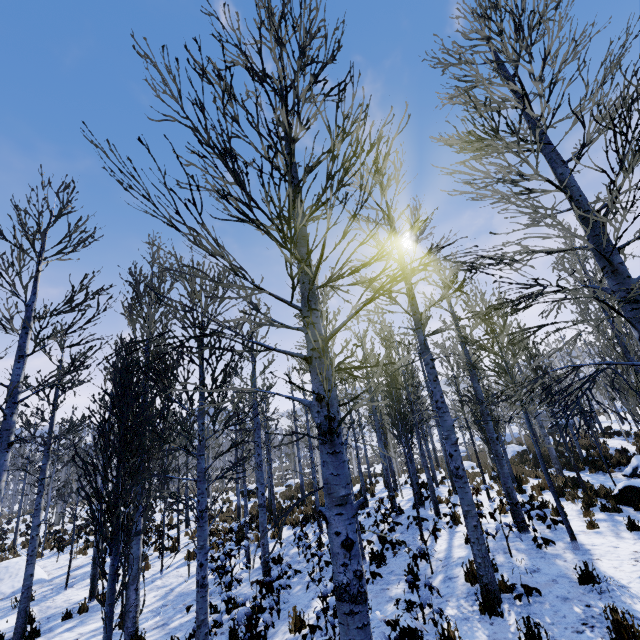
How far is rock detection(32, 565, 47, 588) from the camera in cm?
1213

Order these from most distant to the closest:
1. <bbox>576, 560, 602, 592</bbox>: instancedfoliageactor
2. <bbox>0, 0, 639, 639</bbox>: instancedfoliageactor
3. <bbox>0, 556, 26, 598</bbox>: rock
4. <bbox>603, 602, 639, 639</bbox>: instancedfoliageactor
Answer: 1. <bbox>0, 556, 26, 598</bbox>: rock
2. <bbox>576, 560, 602, 592</bbox>: instancedfoliageactor
3. <bbox>603, 602, 639, 639</bbox>: instancedfoliageactor
4. <bbox>0, 0, 639, 639</bbox>: instancedfoliageactor

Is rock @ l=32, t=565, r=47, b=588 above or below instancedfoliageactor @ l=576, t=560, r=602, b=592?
below

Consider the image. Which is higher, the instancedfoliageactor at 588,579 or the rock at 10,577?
the instancedfoliageactor at 588,579

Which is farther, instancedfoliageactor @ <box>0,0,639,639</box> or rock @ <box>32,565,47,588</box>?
rock @ <box>32,565,47,588</box>

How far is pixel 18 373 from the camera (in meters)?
4.88

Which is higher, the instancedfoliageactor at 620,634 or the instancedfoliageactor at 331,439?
the instancedfoliageactor at 331,439

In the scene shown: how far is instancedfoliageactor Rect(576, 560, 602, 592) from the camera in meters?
5.4
